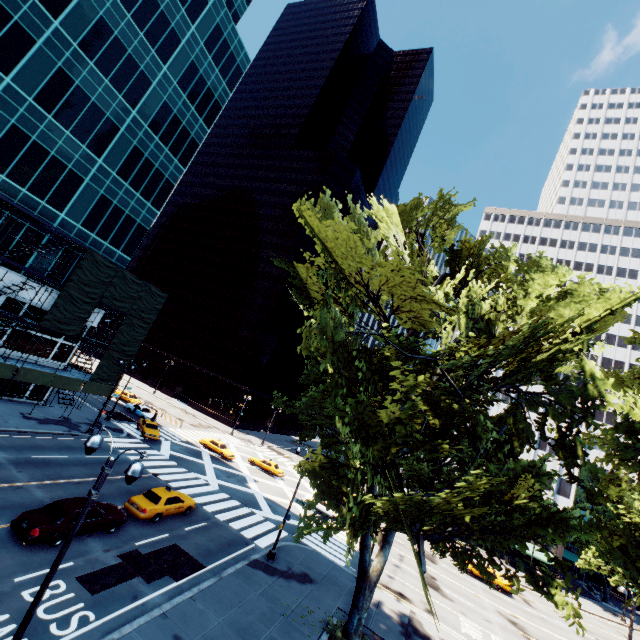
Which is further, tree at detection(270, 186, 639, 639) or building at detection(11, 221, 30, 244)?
building at detection(11, 221, 30, 244)

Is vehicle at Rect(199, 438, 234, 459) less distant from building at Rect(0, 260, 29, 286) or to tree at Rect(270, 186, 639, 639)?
building at Rect(0, 260, 29, 286)

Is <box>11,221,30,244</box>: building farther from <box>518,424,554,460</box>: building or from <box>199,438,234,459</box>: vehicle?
<box>518,424,554,460</box>: building

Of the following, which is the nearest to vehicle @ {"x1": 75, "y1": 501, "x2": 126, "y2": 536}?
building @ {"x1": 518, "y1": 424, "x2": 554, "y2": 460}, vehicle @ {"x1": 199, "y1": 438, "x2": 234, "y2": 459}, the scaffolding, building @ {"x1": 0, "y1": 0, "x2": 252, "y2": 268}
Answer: the scaffolding

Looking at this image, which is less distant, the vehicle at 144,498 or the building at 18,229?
the vehicle at 144,498

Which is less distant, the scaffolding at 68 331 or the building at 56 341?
the scaffolding at 68 331

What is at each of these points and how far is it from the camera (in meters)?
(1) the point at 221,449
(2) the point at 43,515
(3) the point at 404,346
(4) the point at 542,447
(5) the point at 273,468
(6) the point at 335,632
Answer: (1) vehicle, 41.38
(2) vehicle, 15.14
(3) tree, 12.80
(4) building, 51.81
(5) vehicle, 42.47
(6) bush, 16.73

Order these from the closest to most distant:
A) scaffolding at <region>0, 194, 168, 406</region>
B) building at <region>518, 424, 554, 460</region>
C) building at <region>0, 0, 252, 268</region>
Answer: building at <region>0, 0, 252, 268</region>, scaffolding at <region>0, 194, 168, 406</region>, building at <region>518, 424, 554, 460</region>
